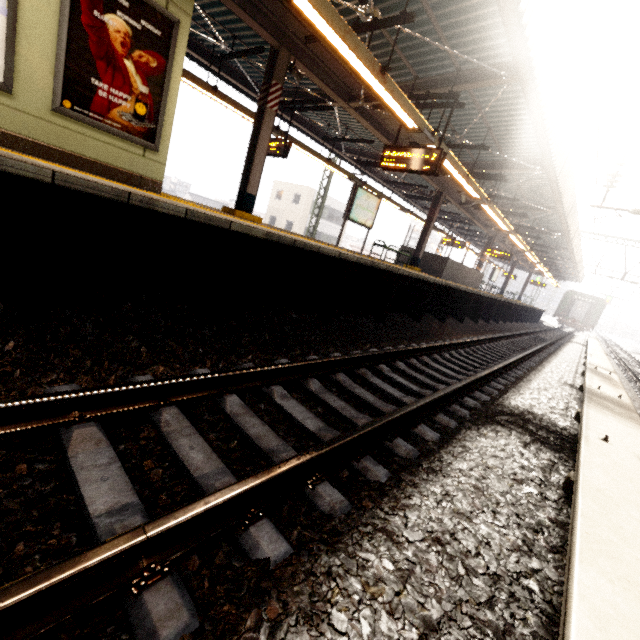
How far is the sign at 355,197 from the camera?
10.4m

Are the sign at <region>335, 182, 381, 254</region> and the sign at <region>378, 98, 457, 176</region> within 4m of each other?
yes

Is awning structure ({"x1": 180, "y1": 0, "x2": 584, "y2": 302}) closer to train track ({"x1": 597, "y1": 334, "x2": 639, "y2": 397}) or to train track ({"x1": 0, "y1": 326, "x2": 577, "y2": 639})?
train track ({"x1": 0, "y1": 326, "x2": 577, "y2": 639})

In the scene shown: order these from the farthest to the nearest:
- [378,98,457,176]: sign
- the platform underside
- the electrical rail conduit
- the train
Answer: the train < [378,98,457,176]: sign < the platform underside < the electrical rail conduit

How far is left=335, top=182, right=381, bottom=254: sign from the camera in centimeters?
1035cm

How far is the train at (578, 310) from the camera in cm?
3679

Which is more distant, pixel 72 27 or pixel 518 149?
pixel 518 149

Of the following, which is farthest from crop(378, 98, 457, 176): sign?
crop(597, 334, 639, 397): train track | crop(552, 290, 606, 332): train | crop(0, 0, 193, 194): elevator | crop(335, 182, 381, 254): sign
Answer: crop(552, 290, 606, 332): train
